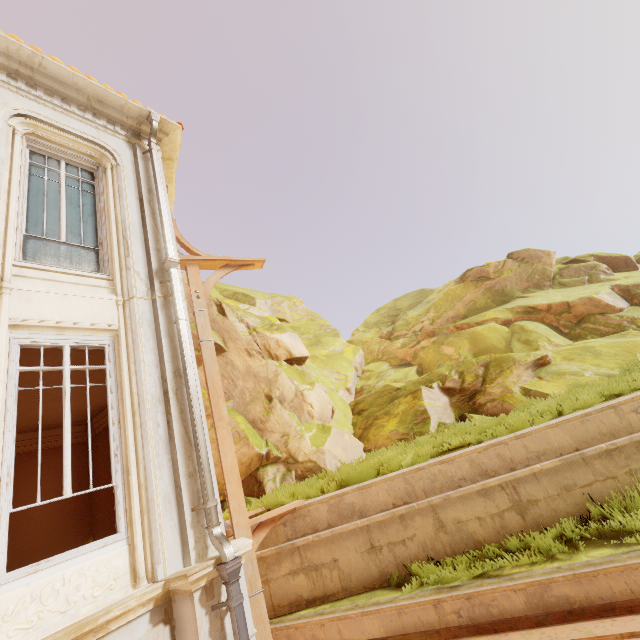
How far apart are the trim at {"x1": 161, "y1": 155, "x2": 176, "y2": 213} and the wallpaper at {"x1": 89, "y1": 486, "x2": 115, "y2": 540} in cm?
486

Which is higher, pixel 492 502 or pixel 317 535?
pixel 317 535

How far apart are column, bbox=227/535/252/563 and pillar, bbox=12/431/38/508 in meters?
7.4 m

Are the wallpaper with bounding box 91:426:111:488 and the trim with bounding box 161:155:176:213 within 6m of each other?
yes

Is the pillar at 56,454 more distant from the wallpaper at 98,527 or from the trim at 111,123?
the trim at 111,123

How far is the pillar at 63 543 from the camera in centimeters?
820cm
